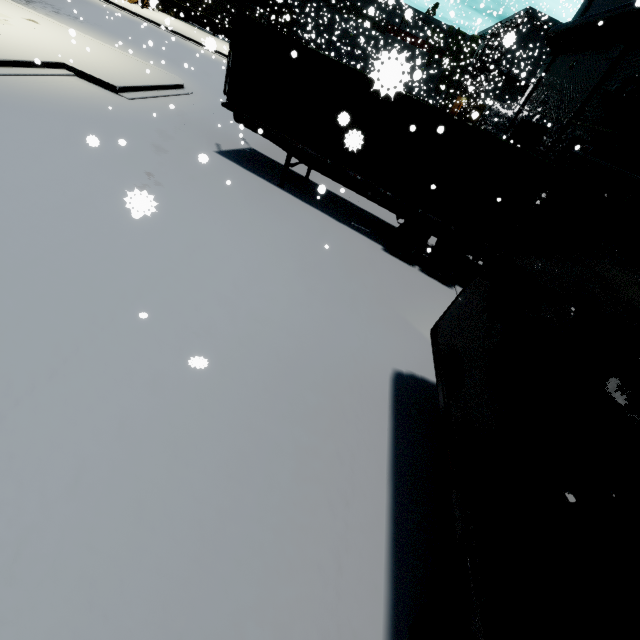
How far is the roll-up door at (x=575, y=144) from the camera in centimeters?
1488cm

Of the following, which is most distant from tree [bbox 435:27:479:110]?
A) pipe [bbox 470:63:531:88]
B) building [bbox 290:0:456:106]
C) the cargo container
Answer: the cargo container

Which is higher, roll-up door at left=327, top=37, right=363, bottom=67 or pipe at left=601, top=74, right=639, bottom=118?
pipe at left=601, top=74, right=639, bottom=118

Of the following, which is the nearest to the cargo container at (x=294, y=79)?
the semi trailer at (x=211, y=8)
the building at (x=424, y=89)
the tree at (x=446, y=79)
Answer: the semi trailer at (x=211, y=8)

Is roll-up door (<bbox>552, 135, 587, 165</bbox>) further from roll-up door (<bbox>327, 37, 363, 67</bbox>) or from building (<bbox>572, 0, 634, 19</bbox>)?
roll-up door (<bbox>327, 37, 363, 67</bbox>)

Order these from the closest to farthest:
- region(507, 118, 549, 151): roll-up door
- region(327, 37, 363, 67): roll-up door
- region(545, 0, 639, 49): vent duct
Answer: region(545, 0, 639, 49): vent duct → region(507, 118, 549, 151): roll-up door → region(327, 37, 363, 67): roll-up door

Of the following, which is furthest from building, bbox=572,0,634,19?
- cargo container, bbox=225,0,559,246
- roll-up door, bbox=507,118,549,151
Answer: cargo container, bbox=225,0,559,246

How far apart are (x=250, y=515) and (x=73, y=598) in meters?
1.5 m
